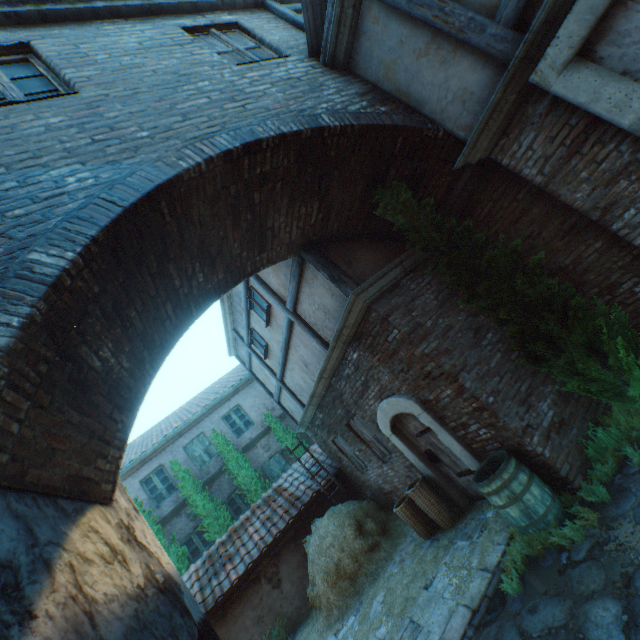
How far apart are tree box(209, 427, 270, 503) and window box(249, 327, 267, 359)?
5.7 meters

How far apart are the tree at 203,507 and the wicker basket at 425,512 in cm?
866

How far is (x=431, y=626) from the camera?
4.4m

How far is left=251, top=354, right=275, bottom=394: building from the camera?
11.18m

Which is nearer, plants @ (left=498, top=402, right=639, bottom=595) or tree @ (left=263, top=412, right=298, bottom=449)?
plants @ (left=498, top=402, right=639, bottom=595)

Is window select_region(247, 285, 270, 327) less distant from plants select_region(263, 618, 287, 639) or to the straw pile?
the straw pile

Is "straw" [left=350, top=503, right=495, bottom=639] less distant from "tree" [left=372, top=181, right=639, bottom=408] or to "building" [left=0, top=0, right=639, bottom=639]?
"building" [left=0, top=0, right=639, bottom=639]

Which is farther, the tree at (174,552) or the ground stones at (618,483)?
the tree at (174,552)
